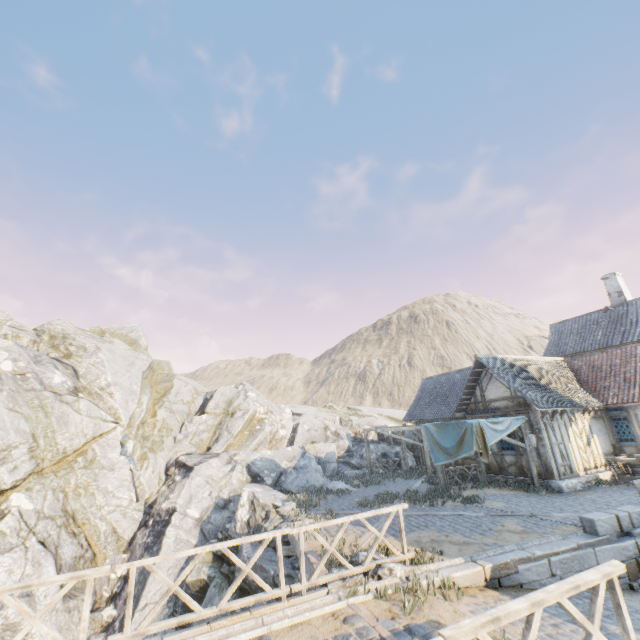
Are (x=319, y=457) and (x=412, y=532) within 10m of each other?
no

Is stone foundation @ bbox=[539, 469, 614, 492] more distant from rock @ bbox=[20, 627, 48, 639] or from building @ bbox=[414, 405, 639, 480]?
rock @ bbox=[20, 627, 48, 639]

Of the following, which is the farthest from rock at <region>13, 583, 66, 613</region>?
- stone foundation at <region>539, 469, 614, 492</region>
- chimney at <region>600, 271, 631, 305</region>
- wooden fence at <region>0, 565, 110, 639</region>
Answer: chimney at <region>600, 271, 631, 305</region>

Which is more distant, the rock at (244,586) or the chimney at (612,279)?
the chimney at (612,279)

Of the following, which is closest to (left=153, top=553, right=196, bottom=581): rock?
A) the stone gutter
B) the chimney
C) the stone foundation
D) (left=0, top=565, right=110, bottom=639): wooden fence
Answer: the stone gutter

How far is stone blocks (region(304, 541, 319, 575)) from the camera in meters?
8.0

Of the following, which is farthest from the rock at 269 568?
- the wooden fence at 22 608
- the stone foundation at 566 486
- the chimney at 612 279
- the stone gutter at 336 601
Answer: the chimney at 612 279

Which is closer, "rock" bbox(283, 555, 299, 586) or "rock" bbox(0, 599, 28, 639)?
"rock" bbox(283, 555, 299, 586)
